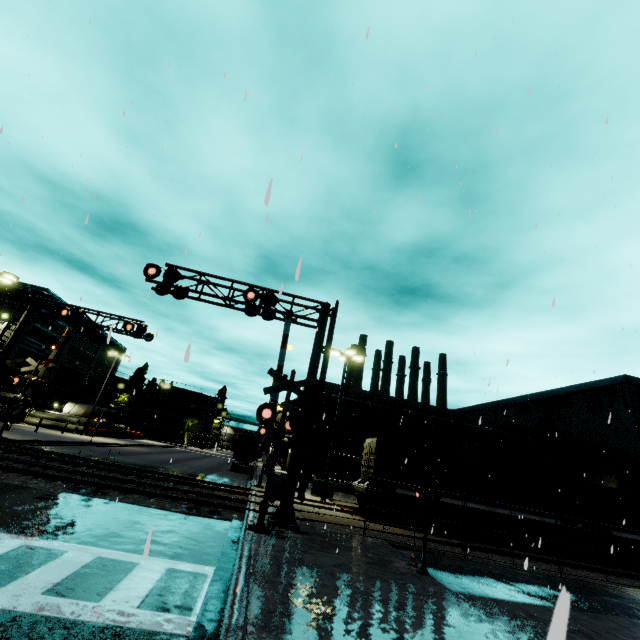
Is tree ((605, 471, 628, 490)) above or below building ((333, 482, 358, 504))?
above

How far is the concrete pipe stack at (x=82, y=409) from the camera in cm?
4525

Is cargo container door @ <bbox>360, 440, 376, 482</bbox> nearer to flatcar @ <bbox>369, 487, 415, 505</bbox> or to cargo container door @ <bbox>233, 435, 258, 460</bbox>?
flatcar @ <bbox>369, 487, 415, 505</bbox>

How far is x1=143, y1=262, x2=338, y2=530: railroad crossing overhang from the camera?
11.63m

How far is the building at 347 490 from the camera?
24.2m

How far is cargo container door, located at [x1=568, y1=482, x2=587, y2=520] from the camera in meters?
19.5

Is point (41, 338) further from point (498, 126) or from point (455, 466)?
point (498, 126)

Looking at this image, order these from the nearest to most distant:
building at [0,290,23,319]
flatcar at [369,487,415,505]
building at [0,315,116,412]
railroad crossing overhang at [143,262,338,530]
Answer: railroad crossing overhang at [143,262,338,530]
flatcar at [369,487,415,505]
building at [0,290,23,319]
building at [0,315,116,412]
